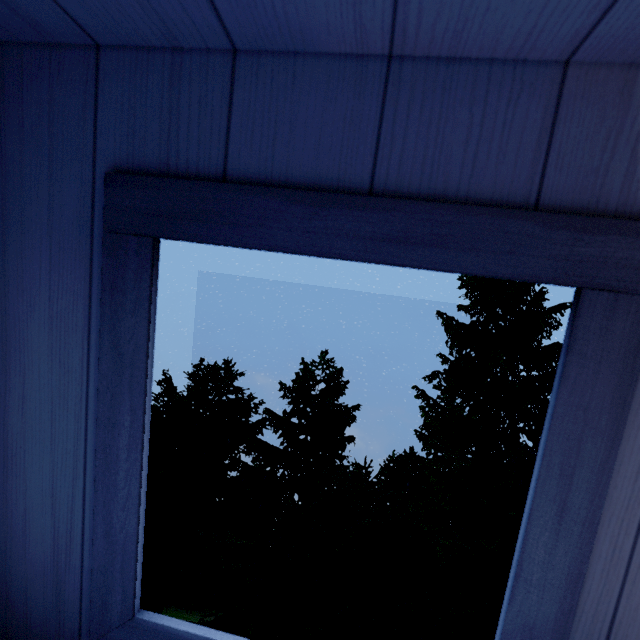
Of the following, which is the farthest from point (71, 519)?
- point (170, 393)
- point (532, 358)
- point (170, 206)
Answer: point (532, 358)
